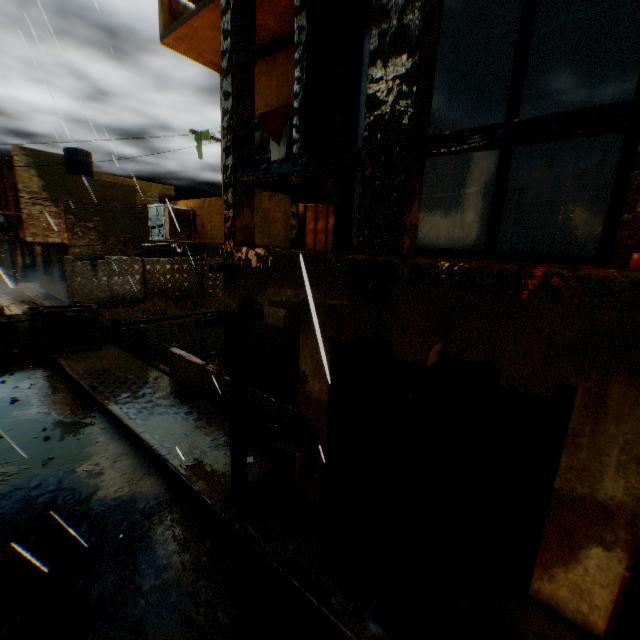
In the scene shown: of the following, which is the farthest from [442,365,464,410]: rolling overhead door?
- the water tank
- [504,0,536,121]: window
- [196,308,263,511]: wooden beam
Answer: the water tank

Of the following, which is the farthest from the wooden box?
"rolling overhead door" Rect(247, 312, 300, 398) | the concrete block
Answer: the concrete block

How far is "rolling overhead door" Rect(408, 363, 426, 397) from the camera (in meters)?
4.96

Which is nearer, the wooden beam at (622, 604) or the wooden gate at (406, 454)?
the wooden beam at (622, 604)

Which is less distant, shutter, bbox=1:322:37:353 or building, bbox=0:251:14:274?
shutter, bbox=1:322:37:353

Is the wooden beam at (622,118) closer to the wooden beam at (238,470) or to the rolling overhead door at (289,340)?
the rolling overhead door at (289,340)

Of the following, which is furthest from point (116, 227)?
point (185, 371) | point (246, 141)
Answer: point (246, 141)

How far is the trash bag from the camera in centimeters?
603cm
